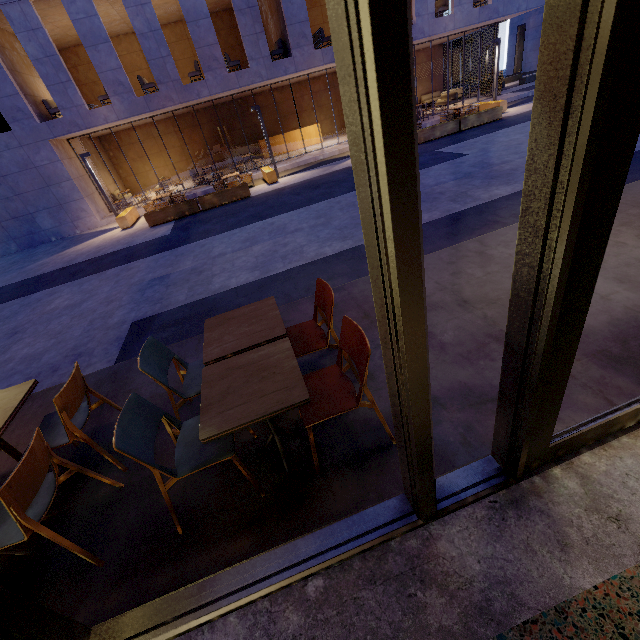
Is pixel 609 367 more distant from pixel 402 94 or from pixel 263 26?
pixel 263 26

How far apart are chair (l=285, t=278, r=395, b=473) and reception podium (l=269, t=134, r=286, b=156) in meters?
21.2 m

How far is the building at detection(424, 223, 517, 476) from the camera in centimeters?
222cm

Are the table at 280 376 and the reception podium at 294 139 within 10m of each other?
no

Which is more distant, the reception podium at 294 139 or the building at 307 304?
the reception podium at 294 139

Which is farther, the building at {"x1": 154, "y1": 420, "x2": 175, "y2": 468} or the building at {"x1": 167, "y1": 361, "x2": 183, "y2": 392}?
the building at {"x1": 167, "y1": 361, "x2": 183, "y2": 392}

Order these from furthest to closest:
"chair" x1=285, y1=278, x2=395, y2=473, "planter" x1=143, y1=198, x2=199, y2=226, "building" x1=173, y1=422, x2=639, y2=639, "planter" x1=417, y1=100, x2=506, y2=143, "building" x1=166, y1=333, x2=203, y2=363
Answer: "planter" x1=417, y1=100, x2=506, y2=143
"planter" x1=143, y1=198, x2=199, y2=226
"building" x1=166, y1=333, x2=203, y2=363
"chair" x1=285, y1=278, x2=395, y2=473
"building" x1=173, y1=422, x2=639, y2=639
